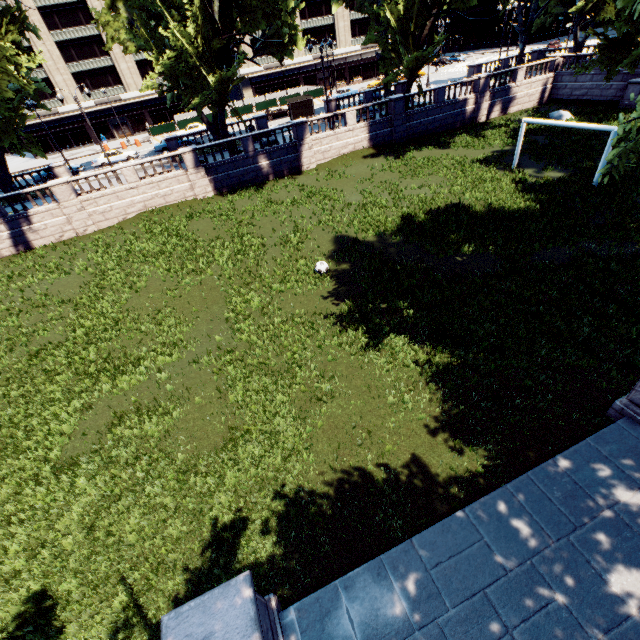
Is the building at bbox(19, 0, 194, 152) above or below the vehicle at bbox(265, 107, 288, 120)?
above

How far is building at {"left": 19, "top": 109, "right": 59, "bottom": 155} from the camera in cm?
5234

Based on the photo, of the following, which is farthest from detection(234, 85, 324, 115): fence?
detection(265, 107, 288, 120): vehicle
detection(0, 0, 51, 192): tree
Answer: detection(0, 0, 51, 192): tree

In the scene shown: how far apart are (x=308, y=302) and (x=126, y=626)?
11.2 meters

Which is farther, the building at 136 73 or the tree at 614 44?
the building at 136 73

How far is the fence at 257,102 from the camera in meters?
50.1

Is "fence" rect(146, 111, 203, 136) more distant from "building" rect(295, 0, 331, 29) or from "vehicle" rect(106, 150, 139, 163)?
"vehicle" rect(106, 150, 139, 163)

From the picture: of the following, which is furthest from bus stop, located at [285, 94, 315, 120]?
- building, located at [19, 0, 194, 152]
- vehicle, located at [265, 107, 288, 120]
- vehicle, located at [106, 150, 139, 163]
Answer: building, located at [19, 0, 194, 152]
